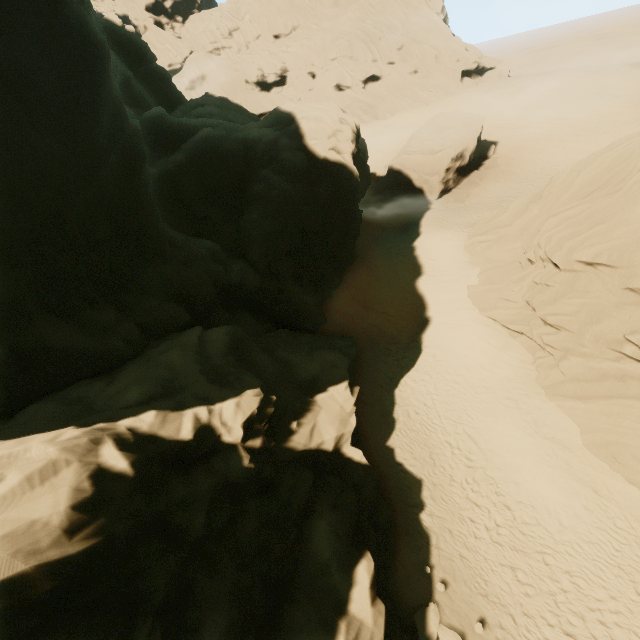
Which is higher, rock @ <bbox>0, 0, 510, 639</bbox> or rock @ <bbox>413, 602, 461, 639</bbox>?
rock @ <bbox>0, 0, 510, 639</bbox>

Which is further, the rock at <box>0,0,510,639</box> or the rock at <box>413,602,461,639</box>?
the rock at <box>413,602,461,639</box>

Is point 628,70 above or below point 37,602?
below

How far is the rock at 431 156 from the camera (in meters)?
31.91

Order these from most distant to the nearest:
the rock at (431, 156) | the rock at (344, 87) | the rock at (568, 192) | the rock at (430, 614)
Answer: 1. the rock at (431, 156)
2. the rock at (568, 192)
3. the rock at (430, 614)
4. the rock at (344, 87)

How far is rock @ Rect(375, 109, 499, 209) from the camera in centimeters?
3191cm

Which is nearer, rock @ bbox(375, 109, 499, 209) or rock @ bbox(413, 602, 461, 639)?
rock @ bbox(413, 602, 461, 639)
